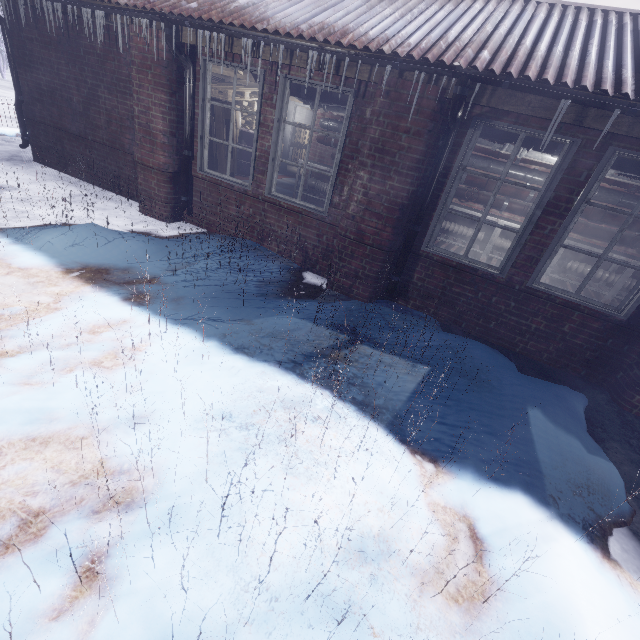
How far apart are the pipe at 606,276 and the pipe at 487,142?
1.38m

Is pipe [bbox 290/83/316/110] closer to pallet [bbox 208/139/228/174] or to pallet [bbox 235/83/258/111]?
pallet [bbox 208/139/228/174]

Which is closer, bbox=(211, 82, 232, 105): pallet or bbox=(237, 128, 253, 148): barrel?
bbox=(211, 82, 232, 105): pallet

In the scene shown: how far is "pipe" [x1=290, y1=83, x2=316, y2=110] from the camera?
4.04m

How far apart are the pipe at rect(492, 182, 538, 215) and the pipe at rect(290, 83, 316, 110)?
2.0m

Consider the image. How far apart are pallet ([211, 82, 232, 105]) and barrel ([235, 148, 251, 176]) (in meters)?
0.01

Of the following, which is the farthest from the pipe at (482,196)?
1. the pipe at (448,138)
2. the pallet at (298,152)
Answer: the pallet at (298,152)

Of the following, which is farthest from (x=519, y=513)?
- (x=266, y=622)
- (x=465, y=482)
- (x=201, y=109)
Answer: (x=201, y=109)
